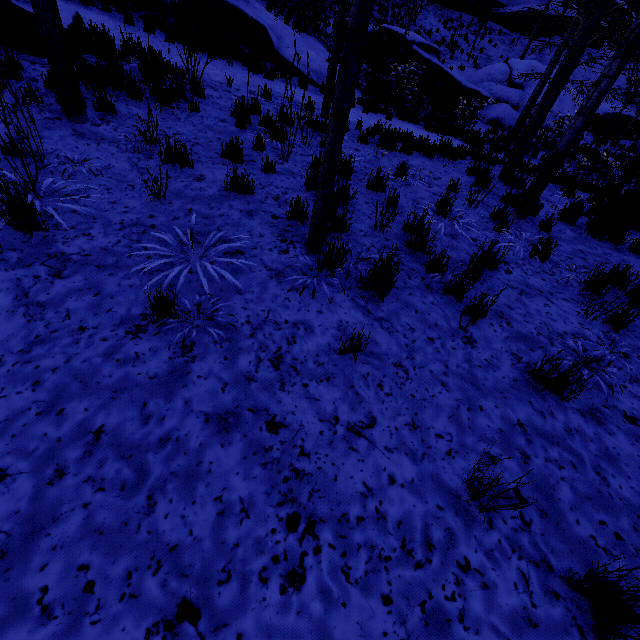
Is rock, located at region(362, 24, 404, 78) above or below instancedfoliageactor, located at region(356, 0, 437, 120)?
above

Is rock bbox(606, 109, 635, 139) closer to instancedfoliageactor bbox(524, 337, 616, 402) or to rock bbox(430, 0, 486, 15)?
rock bbox(430, 0, 486, 15)

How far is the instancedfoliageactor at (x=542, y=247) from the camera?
4.5m

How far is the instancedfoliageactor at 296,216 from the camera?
4.1m

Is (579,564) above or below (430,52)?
below

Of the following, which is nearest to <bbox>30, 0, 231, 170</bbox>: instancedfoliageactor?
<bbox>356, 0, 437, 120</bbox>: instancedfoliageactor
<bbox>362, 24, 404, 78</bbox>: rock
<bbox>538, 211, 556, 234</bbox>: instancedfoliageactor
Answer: <bbox>356, 0, 437, 120</bbox>: instancedfoliageactor

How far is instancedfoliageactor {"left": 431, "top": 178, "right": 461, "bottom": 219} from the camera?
5.21m

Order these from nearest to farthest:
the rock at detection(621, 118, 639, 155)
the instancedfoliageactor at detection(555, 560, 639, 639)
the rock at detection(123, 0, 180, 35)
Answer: the instancedfoliageactor at detection(555, 560, 639, 639) → the rock at detection(123, 0, 180, 35) → the rock at detection(621, 118, 639, 155)
